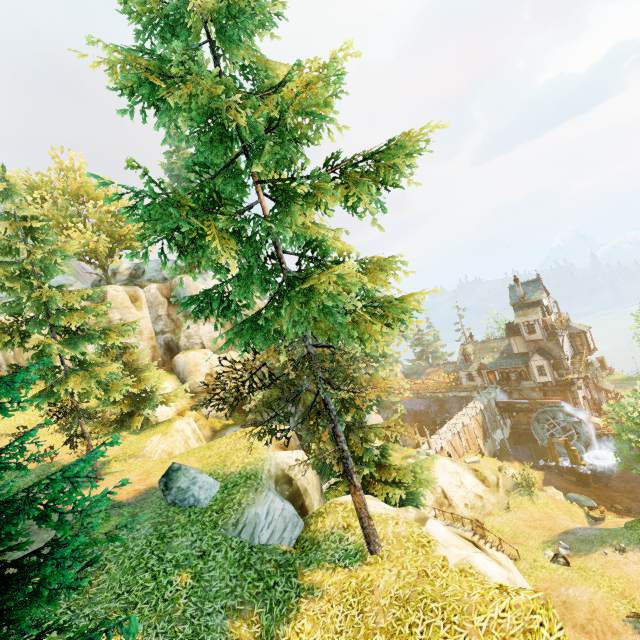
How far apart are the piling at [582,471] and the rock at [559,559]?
22.1 meters

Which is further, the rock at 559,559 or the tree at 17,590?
the rock at 559,559

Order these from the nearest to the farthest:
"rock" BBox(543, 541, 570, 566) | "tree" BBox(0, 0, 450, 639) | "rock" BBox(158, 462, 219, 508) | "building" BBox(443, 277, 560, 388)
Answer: "tree" BBox(0, 0, 450, 639) → "rock" BBox(158, 462, 219, 508) → "rock" BBox(543, 541, 570, 566) → "building" BBox(443, 277, 560, 388)

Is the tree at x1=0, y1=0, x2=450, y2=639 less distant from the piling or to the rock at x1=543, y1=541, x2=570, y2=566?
the rock at x1=543, y1=541, x2=570, y2=566

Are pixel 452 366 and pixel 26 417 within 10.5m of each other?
no

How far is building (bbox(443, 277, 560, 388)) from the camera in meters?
41.2

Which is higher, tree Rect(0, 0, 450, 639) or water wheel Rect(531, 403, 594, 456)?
tree Rect(0, 0, 450, 639)

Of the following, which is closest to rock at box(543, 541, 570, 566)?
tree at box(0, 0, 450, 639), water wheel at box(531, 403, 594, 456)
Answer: tree at box(0, 0, 450, 639)
